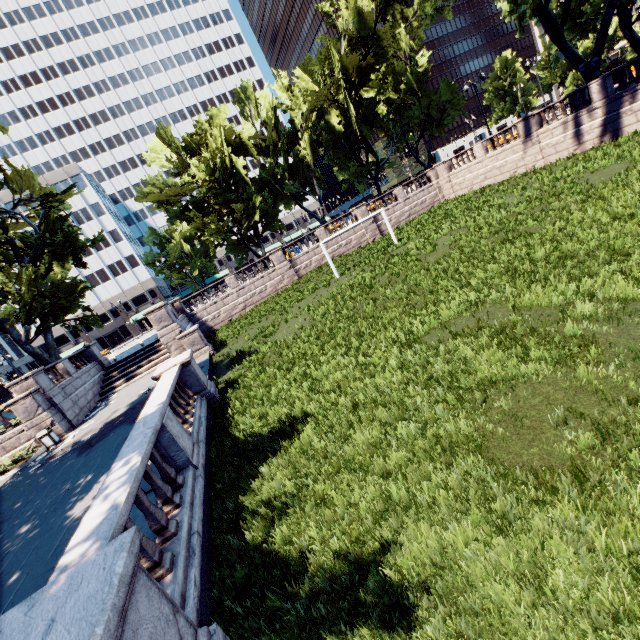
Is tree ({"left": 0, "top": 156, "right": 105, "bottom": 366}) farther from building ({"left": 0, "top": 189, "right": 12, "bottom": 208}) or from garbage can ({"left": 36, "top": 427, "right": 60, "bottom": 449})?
garbage can ({"left": 36, "top": 427, "right": 60, "bottom": 449})

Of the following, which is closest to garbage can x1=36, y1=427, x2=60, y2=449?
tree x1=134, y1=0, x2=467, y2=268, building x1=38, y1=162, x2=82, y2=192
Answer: tree x1=134, y1=0, x2=467, y2=268

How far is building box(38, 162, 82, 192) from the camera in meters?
58.3 m

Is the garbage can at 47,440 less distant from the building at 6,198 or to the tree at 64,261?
the tree at 64,261

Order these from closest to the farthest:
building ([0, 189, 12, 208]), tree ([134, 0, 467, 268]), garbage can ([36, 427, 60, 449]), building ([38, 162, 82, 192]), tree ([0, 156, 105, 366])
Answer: garbage can ([36, 427, 60, 449])
tree ([0, 156, 105, 366])
tree ([134, 0, 467, 268])
building ([0, 189, 12, 208])
building ([38, 162, 82, 192])

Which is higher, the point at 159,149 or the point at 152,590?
the point at 159,149
